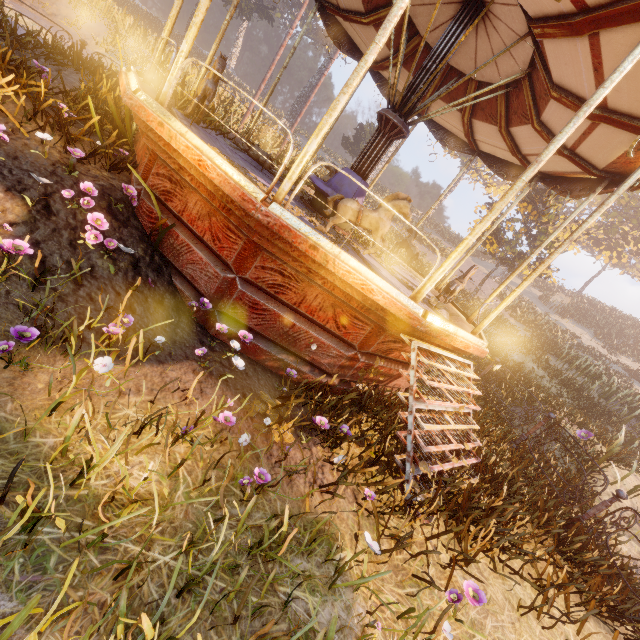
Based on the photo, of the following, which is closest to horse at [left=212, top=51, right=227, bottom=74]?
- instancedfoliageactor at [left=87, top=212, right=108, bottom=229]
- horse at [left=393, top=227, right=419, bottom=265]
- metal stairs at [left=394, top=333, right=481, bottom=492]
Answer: instancedfoliageactor at [left=87, top=212, right=108, bottom=229]

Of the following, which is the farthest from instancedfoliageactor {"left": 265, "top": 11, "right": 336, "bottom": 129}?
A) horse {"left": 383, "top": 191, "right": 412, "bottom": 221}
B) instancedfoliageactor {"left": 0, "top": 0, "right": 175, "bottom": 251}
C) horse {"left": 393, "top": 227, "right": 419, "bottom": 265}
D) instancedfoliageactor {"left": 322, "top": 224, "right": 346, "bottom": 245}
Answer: horse {"left": 383, "top": 191, "right": 412, "bottom": 221}

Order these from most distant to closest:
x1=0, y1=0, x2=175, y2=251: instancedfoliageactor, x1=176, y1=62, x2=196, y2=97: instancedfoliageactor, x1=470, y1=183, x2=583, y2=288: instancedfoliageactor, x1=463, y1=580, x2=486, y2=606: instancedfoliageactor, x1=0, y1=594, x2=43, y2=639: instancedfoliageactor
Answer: x1=470, y1=183, x2=583, y2=288: instancedfoliageactor, x1=176, y1=62, x2=196, y2=97: instancedfoliageactor, x1=0, y1=0, x2=175, y2=251: instancedfoliageactor, x1=463, y1=580, x2=486, y2=606: instancedfoliageactor, x1=0, y1=594, x2=43, y2=639: instancedfoliageactor

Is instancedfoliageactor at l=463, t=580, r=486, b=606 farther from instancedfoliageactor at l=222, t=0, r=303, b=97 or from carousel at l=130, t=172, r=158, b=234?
instancedfoliageactor at l=222, t=0, r=303, b=97

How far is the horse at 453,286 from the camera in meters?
5.6

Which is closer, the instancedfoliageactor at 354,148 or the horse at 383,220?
the horse at 383,220

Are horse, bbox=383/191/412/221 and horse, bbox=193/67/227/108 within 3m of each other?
yes

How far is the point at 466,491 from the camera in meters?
3.5
